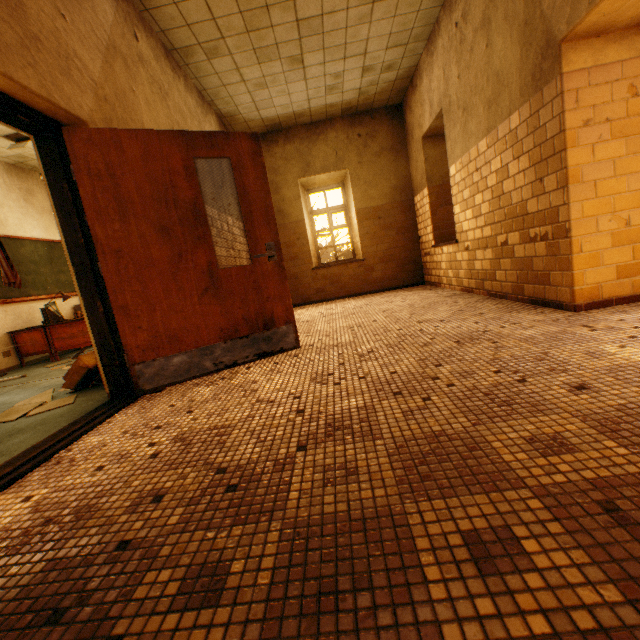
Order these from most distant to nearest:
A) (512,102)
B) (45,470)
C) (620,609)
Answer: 1. (512,102)
2. (45,470)
3. (620,609)

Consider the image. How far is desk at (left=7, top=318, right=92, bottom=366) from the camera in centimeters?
586cm

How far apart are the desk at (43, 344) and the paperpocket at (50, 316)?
0.0m

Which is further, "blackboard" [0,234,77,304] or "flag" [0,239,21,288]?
"blackboard" [0,234,77,304]

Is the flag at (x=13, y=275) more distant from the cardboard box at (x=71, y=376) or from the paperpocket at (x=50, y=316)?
the cardboard box at (x=71, y=376)

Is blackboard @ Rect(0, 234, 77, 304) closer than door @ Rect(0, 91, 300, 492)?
No

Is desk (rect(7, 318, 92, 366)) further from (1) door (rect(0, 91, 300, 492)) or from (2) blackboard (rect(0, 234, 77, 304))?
(1) door (rect(0, 91, 300, 492))

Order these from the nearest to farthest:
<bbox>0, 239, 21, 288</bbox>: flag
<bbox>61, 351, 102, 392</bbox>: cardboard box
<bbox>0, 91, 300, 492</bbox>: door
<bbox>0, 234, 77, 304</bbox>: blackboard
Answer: <bbox>0, 91, 300, 492</bbox>: door
<bbox>61, 351, 102, 392</bbox>: cardboard box
<bbox>0, 239, 21, 288</bbox>: flag
<bbox>0, 234, 77, 304</bbox>: blackboard
